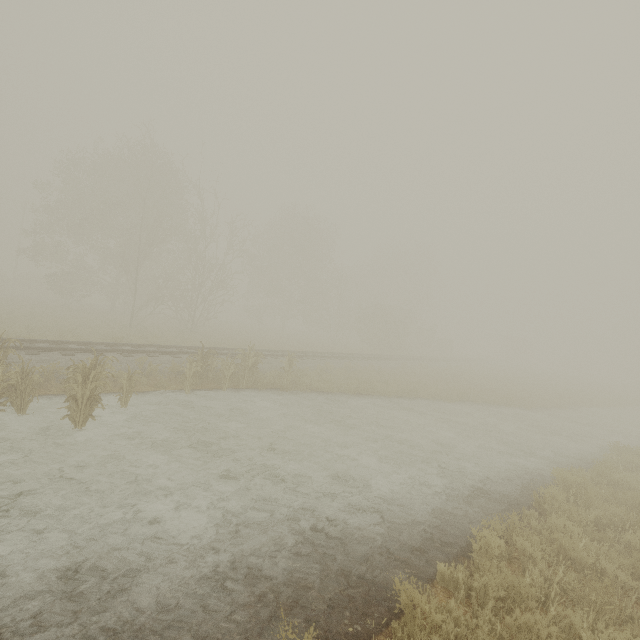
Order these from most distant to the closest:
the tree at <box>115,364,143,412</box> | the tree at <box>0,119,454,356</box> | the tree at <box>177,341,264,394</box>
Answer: Answer:
the tree at <box>0,119,454,356</box>
the tree at <box>177,341,264,394</box>
the tree at <box>115,364,143,412</box>

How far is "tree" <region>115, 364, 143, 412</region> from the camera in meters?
9.5

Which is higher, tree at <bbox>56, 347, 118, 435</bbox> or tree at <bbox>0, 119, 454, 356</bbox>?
tree at <bbox>0, 119, 454, 356</bbox>

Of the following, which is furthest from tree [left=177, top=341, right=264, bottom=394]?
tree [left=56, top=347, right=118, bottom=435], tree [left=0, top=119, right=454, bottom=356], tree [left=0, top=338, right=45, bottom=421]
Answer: tree [left=0, top=119, right=454, bottom=356]

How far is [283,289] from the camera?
39.3m

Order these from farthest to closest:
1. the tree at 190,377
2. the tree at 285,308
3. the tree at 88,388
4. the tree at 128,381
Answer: the tree at 285,308
the tree at 190,377
the tree at 128,381
the tree at 88,388

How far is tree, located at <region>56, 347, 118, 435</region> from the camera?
7.8 meters

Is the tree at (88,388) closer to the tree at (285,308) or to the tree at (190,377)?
the tree at (190,377)
